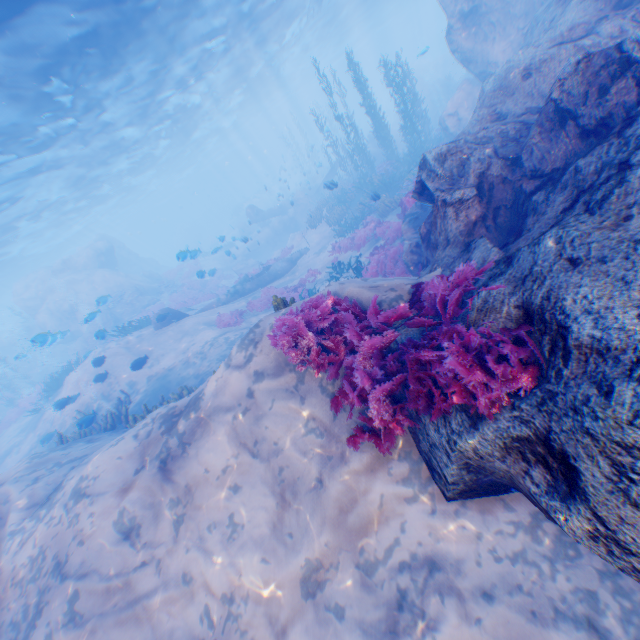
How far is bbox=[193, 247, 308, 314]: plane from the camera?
18.6m

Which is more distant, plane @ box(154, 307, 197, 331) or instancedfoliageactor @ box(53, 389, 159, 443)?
plane @ box(154, 307, 197, 331)

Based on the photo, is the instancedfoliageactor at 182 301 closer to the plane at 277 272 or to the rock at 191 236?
the rock at 191 236

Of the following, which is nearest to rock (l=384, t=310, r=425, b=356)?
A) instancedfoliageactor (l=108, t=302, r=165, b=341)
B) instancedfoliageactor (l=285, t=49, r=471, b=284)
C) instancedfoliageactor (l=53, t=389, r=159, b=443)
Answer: instancedfoliageactor (l=285, t=49, r=471, b=284)

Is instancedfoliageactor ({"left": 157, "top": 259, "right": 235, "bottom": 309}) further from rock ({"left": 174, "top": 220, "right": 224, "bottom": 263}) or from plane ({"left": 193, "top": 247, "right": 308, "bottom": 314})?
plane ({"left": 193, "top": 247, "right": 308, "bottom": 314})

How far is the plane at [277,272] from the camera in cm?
1864

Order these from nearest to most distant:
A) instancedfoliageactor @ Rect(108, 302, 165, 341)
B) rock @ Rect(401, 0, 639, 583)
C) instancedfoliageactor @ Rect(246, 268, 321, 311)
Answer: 1. rock @ Rect(401, 0, 639, 583)
2. instancedfoliageactor @ Rect(246, 268, 321, 311)
3. instancedfoliageactor @ Rect(108, 302, 165, 341)

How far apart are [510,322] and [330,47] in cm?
5280
